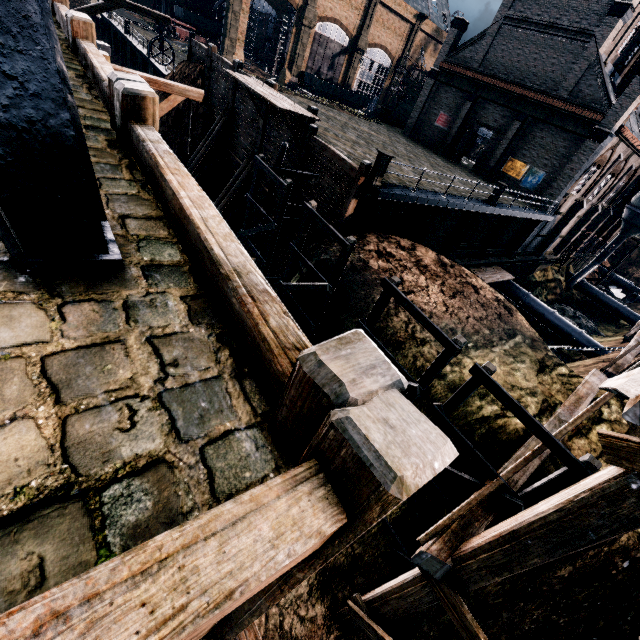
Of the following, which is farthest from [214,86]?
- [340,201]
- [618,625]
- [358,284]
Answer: [618,625]

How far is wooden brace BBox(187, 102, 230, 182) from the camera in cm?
2373

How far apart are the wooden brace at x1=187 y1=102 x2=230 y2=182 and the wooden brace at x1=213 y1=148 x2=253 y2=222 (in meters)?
4.40

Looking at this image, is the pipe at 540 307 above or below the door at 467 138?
below

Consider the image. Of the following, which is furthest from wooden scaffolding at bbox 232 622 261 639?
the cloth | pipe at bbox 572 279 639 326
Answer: the cloth

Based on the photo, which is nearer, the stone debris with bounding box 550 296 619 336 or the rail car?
the stone debris with bounding box 550 296 619 336

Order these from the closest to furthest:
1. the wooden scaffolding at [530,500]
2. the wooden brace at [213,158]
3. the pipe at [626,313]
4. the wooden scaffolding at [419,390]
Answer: the wooden scaffolding at [530,500], the wooden scaffolding at [419,390], the wooden brace at [213,158], the pipe at [626,313]

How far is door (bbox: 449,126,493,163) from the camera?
33.2 meters
